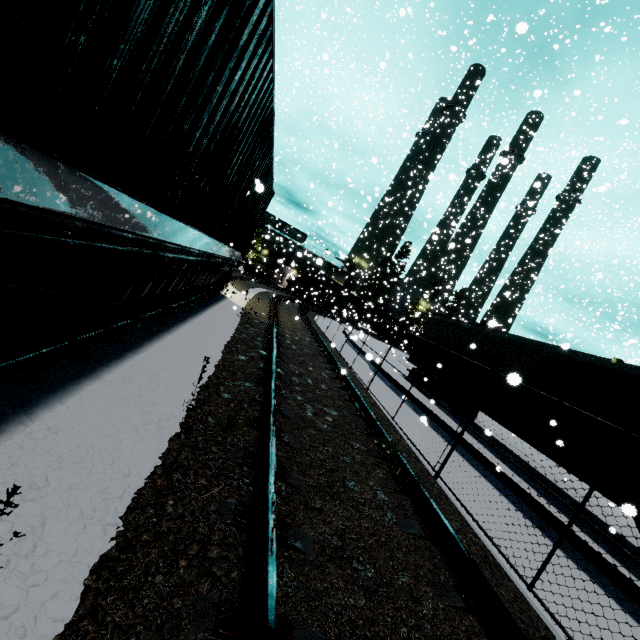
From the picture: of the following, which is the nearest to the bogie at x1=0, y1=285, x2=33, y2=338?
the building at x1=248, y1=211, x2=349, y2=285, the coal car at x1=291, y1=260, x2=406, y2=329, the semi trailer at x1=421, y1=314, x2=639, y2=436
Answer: the building at x1=248, y1=211, x2=349, y2=285

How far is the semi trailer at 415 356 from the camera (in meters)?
15.72

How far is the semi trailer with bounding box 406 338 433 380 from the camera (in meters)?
15.72

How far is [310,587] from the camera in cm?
212

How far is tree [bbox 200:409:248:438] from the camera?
3.03m

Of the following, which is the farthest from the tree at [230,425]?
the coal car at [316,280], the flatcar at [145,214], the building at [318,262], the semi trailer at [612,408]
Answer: the coal car at [316,280]

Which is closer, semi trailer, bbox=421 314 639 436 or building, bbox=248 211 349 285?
semi trailer, bbox=421 314 639 436

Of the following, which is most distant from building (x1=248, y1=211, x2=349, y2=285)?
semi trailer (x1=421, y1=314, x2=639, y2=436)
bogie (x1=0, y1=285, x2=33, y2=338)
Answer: bogie (x1=0, y1=285, x2=33, y2=338)
